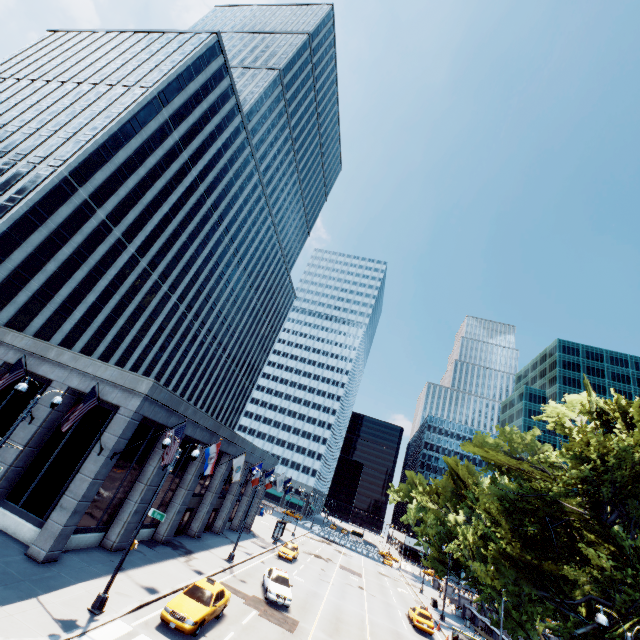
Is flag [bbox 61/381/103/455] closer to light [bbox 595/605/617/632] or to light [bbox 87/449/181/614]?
light [bbox 87/449/181/614]

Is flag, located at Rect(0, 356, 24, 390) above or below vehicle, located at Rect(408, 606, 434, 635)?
above

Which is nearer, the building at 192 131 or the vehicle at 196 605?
the vehicle at 196 605

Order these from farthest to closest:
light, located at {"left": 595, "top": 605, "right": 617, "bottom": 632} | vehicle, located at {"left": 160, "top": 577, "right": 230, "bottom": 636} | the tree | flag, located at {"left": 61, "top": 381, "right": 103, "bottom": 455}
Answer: the tree → flag, located at {"left": 61, "top": 381, "right": 103, "bottom": 455} → vehicle, located at {"left": 160, "top": 577, "right": 230, "bottom": 636} → light, located at {"left": 595, "top": 605, "right": 617, "bottom": 632}

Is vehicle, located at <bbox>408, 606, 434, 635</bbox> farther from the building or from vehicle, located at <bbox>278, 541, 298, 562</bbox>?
the building

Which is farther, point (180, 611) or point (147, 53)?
point (147, 53)

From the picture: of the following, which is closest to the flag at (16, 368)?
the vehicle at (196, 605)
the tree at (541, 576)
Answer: the vehicle at (196, 605)

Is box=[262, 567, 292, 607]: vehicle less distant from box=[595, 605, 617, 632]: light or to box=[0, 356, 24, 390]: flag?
box=[595, 605, 617, 632]: light
